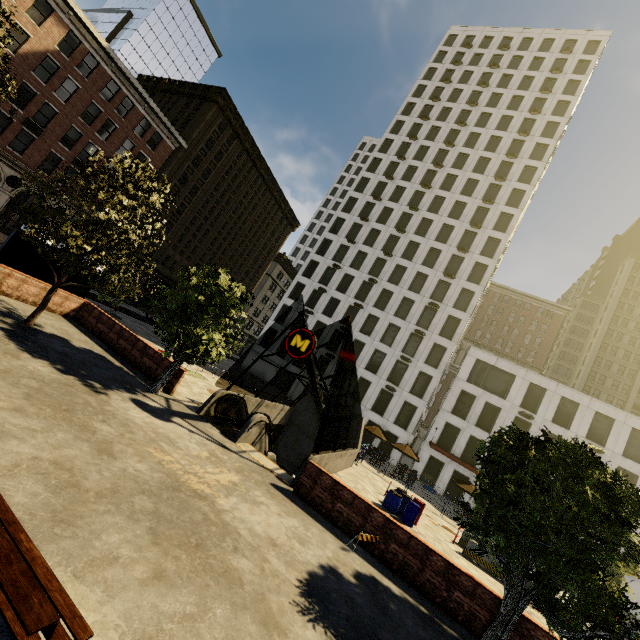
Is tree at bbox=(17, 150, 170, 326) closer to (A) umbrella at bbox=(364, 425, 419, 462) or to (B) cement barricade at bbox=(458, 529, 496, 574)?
(B) cement barricade at bbox=(458, 529, 496, 574)

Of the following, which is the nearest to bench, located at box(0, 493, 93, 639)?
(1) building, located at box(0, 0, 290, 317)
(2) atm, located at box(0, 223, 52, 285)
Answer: (2) atm, located at box(0, 223, 52, 285)

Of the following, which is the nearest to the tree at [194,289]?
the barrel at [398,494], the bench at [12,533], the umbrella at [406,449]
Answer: the bench at [12,533]

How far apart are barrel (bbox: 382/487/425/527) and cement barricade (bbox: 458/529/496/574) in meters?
2.5

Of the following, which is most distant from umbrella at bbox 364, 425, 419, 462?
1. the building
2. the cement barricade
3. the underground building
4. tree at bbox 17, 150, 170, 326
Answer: the building

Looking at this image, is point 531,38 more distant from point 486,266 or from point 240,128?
point 240,128

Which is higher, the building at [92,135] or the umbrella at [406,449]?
the building at [92,135]

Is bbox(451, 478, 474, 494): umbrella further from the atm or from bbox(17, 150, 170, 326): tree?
the atm
